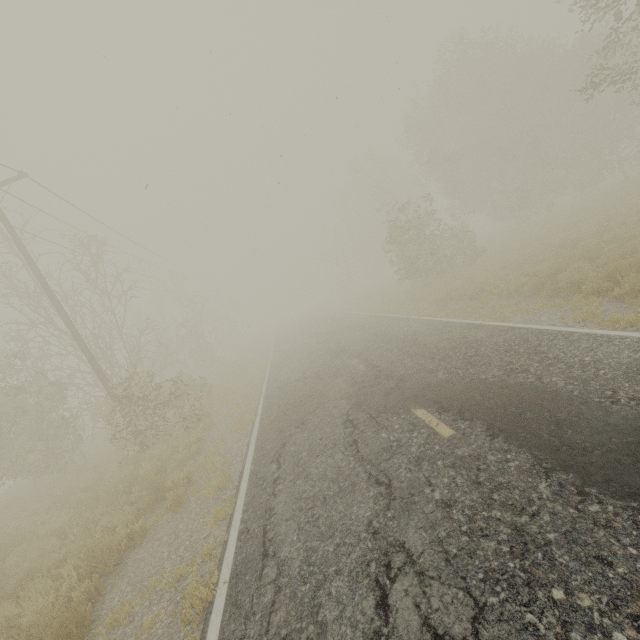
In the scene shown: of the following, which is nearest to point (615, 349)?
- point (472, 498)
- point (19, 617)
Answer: point (472, 498)

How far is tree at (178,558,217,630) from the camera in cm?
389

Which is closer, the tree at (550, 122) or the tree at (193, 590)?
the tree at (193, 590)

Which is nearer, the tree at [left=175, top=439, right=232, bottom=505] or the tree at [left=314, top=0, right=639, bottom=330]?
the tree at [left=175, top=439, right=232, bottom=505]

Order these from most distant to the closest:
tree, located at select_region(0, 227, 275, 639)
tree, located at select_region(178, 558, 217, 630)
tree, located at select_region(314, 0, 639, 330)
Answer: tree, located at select_region(314, 0, 639, 330), tree, located at select_region(0, 227, 275, 639), tree, located at select_region(178, 558, 217, 630)

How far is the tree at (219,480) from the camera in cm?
700
